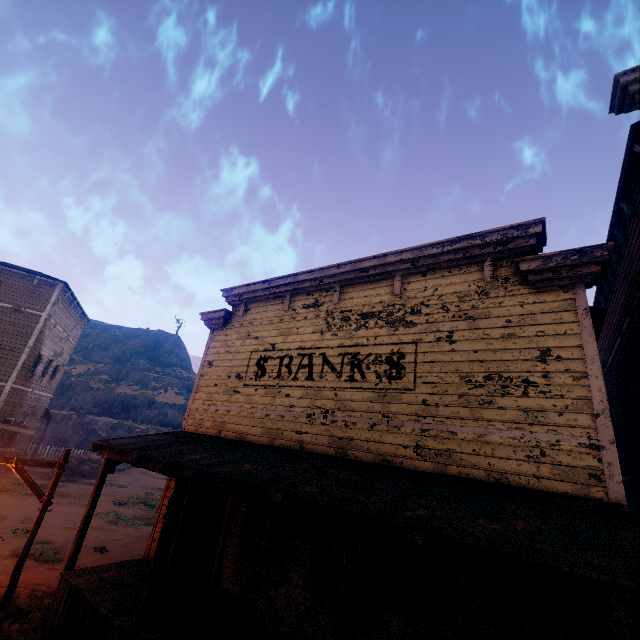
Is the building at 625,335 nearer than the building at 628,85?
Yes

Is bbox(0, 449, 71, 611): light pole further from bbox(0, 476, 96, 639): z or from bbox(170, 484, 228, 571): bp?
bbox(170, 484, 228, 571): bp

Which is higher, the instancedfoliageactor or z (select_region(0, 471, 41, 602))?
the instancedfoliageactor

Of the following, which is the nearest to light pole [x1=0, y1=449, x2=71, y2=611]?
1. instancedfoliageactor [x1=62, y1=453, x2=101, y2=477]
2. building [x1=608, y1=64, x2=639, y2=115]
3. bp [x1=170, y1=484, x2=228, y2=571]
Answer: building [x1=608, y1=64, x2=639, y2=115]

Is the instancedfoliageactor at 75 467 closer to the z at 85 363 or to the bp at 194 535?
the z at 85 363

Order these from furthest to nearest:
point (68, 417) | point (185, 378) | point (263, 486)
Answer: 1. point (185, 378)
2. point (68, 417)
3. point (263, 486)

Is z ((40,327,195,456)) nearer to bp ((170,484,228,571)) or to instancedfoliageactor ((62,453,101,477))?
instancedfoliageactor ((62,453,101,477))

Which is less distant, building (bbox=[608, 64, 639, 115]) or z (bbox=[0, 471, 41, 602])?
building (bbox=[608, 64, 639, 115])
